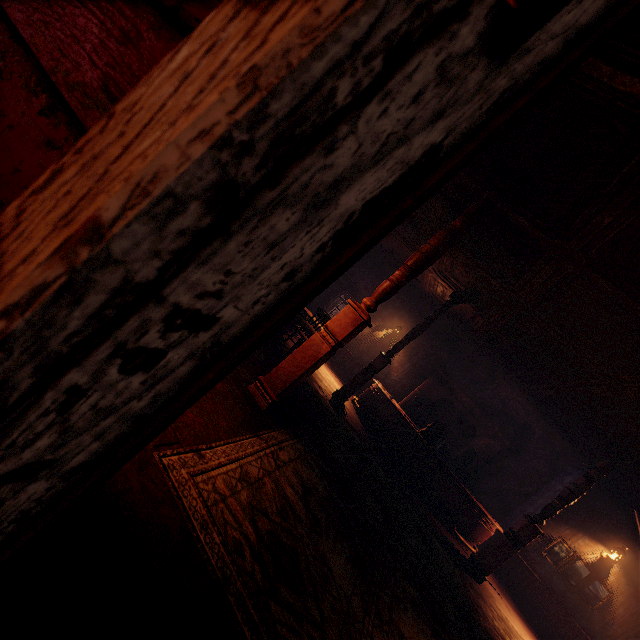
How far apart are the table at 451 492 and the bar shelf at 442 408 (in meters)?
0.14

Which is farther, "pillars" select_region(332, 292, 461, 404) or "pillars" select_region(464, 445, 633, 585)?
"pillars" select_region(332, 292, 461, 404)

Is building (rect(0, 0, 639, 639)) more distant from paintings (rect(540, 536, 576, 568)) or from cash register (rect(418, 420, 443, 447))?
cash register (rect(418, 420, 443, 447))

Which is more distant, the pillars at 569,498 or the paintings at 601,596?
the paintings at 601,596

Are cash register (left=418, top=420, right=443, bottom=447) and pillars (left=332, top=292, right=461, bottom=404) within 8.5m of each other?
yes

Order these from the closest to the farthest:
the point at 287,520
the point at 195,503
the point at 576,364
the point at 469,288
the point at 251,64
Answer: the point at 251,64 → the point at 195,503 → the point at 287,520 → the point at 576,364 → the point at 469,288

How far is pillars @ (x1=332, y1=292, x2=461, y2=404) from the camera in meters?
8.0 m

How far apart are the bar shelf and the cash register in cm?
150
